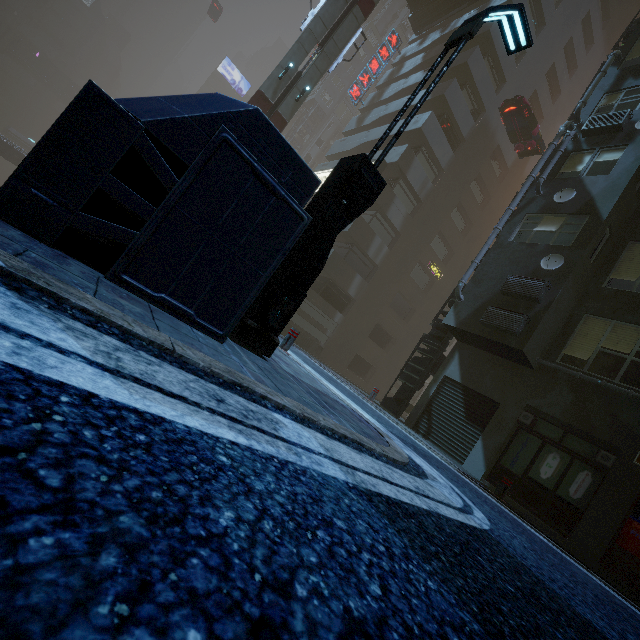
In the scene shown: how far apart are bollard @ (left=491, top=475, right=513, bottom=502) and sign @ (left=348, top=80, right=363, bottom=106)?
33.95m

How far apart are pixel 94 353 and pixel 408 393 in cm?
1325

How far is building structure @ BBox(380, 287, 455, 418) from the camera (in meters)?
13.40

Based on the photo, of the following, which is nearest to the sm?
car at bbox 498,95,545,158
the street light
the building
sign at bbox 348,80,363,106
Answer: the building

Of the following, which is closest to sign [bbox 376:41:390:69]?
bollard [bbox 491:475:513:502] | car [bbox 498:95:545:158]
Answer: car [bbox 498:95:545:158]

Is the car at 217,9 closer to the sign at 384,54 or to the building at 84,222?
the building at 84,222

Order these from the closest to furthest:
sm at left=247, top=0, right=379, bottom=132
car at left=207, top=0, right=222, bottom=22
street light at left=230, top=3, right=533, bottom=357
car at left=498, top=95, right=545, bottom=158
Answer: street light at left=230, top=3, right=533, bottom=357 → sm at left=247, top=0, right=379, bottom=132 → car at left=498, top=95, right=545, bottom=158 → car at left=207, top=0, right=222, bottom=22

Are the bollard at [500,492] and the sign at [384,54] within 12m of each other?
no
